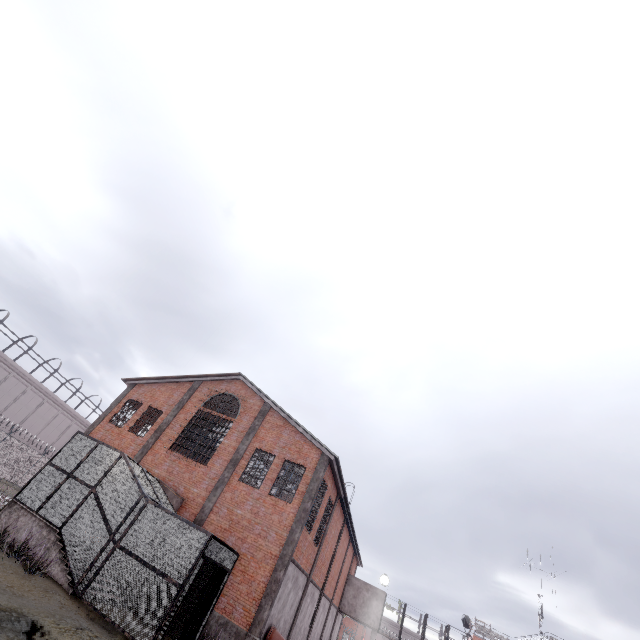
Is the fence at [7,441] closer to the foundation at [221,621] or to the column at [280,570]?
the foundation at [221,621]

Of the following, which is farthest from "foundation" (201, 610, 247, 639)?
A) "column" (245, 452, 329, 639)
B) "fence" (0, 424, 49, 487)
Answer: "fence" (0, 424, 49, 487)

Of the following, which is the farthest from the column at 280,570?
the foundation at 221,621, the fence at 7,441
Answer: the fence at 7,441

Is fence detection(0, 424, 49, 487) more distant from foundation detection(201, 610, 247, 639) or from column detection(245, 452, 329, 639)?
column detection(245, 452, 329, 639)

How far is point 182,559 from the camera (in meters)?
10.48
